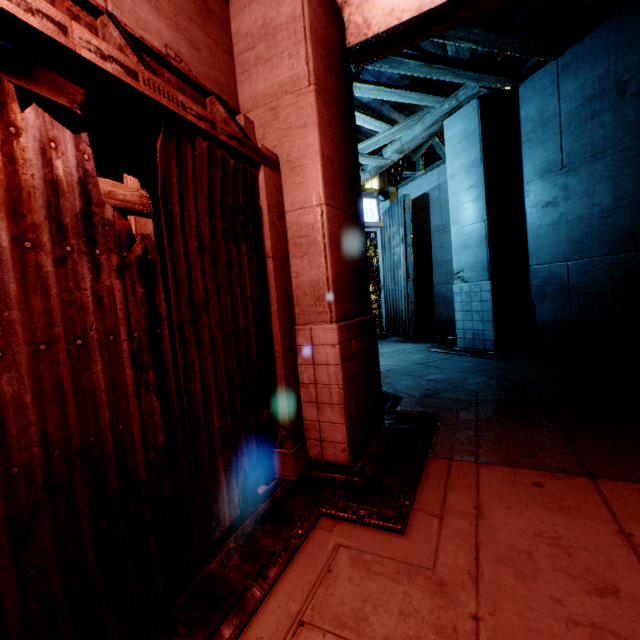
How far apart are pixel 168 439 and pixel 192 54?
3.2 meters

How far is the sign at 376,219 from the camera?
11.2m

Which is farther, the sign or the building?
the sign

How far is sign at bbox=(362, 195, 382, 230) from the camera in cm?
1123

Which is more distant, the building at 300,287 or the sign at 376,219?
the sign at 376,219
